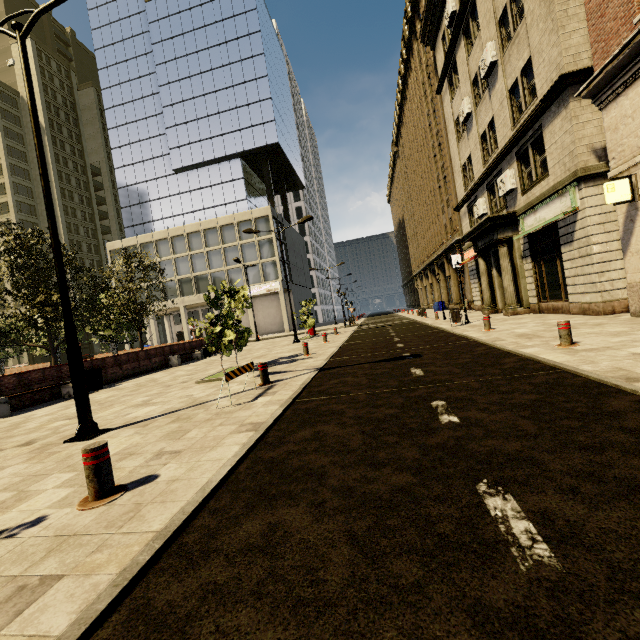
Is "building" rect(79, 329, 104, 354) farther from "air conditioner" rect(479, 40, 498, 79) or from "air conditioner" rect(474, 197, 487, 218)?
"air conditioner" rect(479, 40, 498, 79)

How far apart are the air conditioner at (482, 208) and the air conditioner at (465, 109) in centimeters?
502cm

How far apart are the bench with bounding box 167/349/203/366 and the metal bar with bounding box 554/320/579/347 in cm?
1699

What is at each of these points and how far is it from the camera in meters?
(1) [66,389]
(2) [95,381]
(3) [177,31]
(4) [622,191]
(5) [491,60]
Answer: (1) bench, 11.8
(2) trash bin, 12.6
(3) building, 44.8
(4) sign, 8.7
(5) air conditioner, 15.0

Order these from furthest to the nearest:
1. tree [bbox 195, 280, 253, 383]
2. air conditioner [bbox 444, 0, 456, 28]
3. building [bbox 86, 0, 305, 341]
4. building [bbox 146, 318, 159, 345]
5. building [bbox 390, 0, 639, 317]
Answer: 1. building [bbox 146, 318, 159, 345]
2. building [bbox 86, 0, 305, 341]
3. air conditioner [bbox 444, 0, 456, 28]
4. tree [bbox 195, 280, 253, 383]
5. building [bbox 390, 0, 639, 317]

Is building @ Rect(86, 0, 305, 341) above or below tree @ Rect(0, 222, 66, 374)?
above

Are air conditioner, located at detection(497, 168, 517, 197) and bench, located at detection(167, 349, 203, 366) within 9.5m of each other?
no

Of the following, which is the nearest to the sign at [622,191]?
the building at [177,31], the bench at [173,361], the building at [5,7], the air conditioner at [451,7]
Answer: the building at [177,31]
